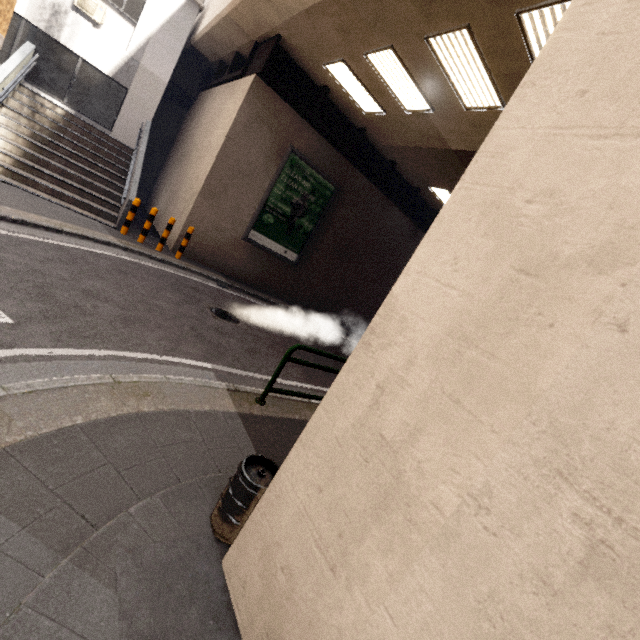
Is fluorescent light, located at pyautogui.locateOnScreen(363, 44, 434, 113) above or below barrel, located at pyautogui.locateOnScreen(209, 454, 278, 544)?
above

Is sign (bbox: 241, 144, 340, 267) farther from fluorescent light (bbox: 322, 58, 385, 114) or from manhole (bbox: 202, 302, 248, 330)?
manhole (bbox: 202, 302, 248, 330)

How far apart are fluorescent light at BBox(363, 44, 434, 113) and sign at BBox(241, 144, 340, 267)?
3.64m

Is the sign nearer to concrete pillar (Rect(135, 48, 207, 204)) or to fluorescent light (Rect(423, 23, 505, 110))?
fluorescent light (Rect(423, 23, 505, 110))

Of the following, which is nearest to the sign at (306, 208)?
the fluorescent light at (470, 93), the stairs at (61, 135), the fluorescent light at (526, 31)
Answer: the stairs at (61, 135)

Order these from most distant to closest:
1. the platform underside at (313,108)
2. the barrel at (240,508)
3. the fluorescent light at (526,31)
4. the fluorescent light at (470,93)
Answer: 1. the platform underside at (313,108)
2. the fluorescent light at (470,93)
3. the fluorescent light at (526,31)
4. the barrel at (240,508)

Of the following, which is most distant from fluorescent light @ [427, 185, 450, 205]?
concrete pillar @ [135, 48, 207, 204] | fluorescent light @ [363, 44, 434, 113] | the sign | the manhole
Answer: concrete pillar @ [135, 48, 207, 204]

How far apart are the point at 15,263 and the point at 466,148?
10.6 meters
